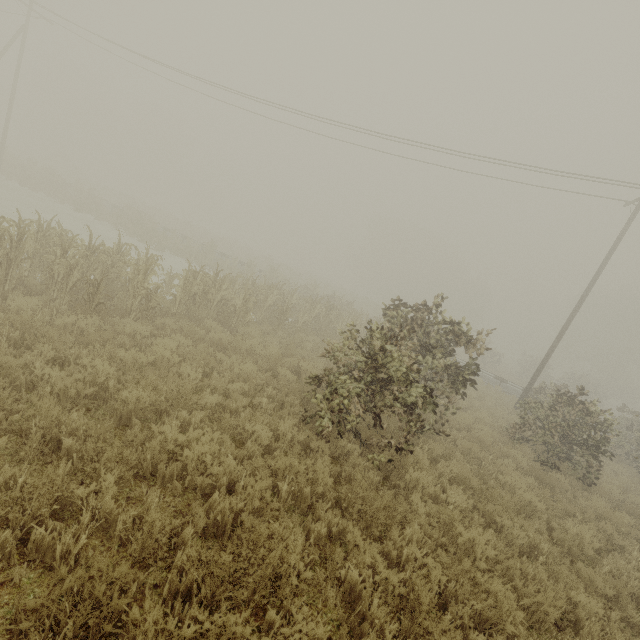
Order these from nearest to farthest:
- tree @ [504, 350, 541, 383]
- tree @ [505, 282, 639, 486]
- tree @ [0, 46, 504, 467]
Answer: tree @ [0, 46, 504, 467] < tree @ [505, 282, 639, 486] < tree @ [504, 350, 541, 383]

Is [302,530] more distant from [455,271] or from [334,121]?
[455,271]

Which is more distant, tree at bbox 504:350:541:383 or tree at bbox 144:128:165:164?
tree at bbox 144:128:165:164

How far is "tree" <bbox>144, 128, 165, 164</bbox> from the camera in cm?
5769

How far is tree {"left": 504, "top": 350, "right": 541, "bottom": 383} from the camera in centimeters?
3662cm

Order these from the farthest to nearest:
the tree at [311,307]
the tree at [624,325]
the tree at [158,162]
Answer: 1. the tree at [158,162]
2. the tree at [624,325]
3. the tree at [311,307]

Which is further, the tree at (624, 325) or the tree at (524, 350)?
the tree at (524, 350)

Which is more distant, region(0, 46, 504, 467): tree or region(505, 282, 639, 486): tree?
region(505, 282, 639, 486): tree
